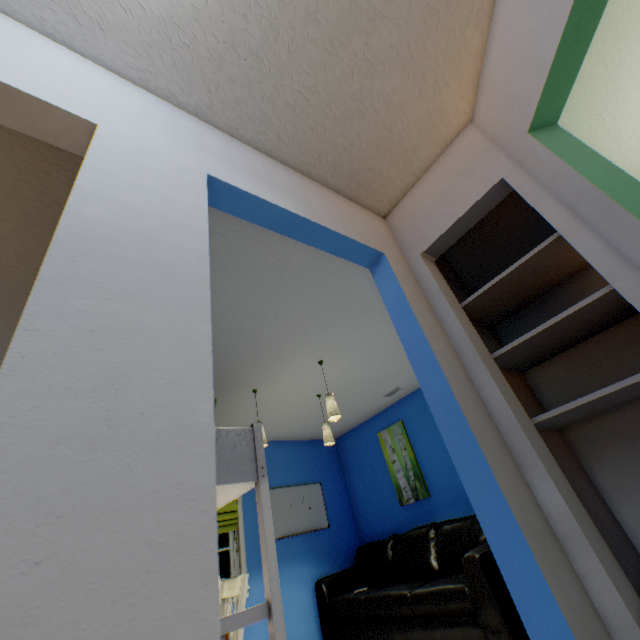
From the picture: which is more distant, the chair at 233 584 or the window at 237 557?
the window at 237 557

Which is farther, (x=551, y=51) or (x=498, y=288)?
(x=498, y=288)

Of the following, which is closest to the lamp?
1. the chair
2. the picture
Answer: the chair

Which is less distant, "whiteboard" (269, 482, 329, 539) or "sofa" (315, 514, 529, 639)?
"sofa" (315, 514, 529, 639)

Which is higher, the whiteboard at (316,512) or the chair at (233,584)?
the whiteboard at (316,512)

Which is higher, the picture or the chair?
the picture

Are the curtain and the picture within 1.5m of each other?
no

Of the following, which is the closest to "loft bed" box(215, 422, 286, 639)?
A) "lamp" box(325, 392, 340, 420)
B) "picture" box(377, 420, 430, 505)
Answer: "lamp" box(325, 392, 340, 420)
